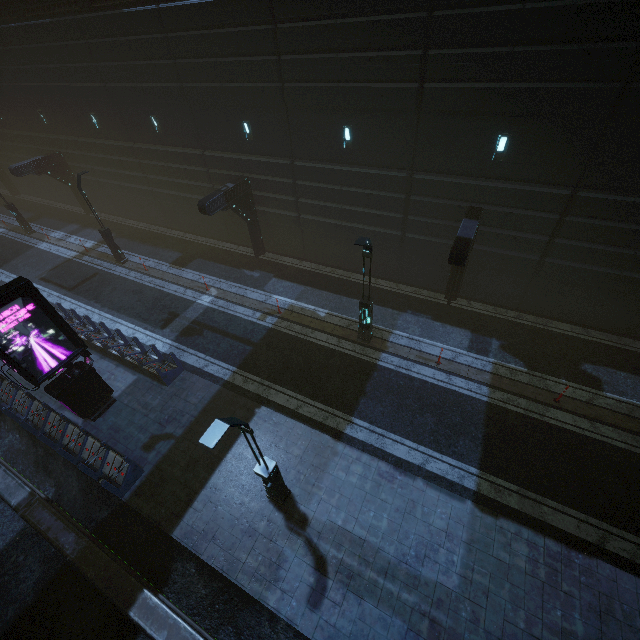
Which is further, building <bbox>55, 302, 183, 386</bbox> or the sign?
building <bbox>55, 302, 183, 386</bbox>

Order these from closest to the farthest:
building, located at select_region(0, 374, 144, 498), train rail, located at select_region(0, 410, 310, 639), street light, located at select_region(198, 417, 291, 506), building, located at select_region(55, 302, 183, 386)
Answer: street light, located at select_region(198, 417, 291, 506) → train rail, located at select_region(0, 410, 310, 639) → building, located at select_region(0, 374, 144, 498) → building, located at select_region(55, 302, 183, 386)

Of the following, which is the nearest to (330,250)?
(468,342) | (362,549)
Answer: (468,342)

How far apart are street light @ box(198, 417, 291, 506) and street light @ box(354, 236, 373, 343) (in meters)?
6.65

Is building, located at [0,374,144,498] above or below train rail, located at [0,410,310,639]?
above

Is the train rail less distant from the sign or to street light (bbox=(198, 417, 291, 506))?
the sign

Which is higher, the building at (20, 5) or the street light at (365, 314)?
the building at (20, 5)

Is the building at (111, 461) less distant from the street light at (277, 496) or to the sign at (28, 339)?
the sign at (28, 339)
